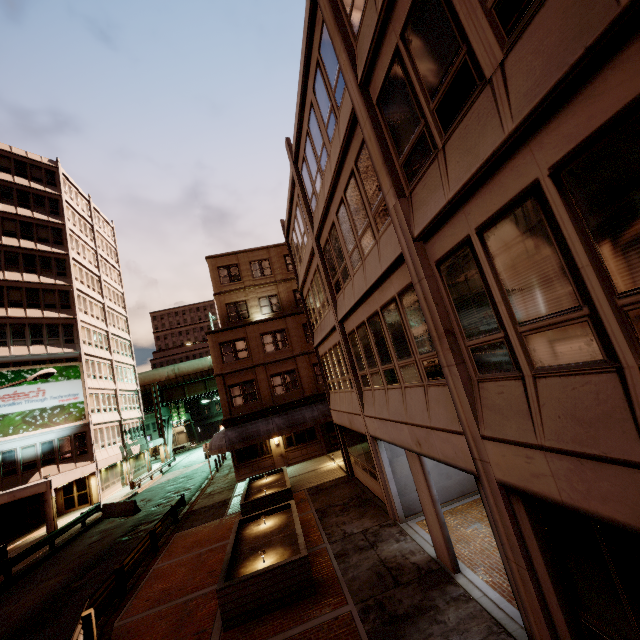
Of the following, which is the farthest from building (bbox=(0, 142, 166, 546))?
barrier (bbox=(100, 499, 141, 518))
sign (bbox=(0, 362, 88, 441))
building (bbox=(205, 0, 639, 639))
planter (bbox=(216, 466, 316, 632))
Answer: building (bbox=(205, 0, 639, 639))

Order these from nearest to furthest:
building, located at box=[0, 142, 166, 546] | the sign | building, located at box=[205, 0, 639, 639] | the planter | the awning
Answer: building, located at box=[205, 0, 639, 639] < the planter < the awning < the sign < building, located at box=[0, 142, 166, 546]

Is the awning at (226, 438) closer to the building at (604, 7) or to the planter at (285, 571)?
the building at (604, 7)

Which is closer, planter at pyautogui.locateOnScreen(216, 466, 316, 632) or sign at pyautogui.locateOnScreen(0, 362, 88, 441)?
planter at pyautogui.locateOnScreen(216, 466, 316, 632)

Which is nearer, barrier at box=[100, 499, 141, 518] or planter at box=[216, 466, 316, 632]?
planter at box=[216, 466, 316, 632]

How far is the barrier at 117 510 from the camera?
23.5 meters

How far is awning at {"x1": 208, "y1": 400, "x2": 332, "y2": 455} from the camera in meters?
23.1 m

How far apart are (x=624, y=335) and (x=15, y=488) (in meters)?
37.99
